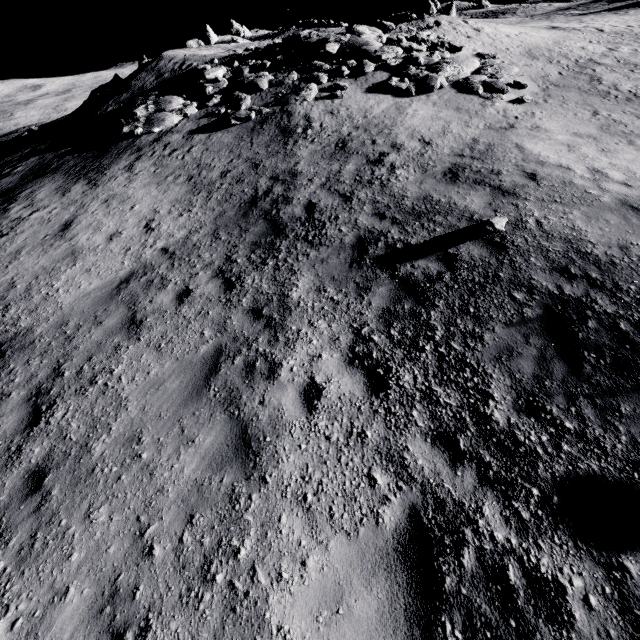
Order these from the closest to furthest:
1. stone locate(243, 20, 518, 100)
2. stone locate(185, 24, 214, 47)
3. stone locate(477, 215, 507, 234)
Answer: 1. stone locate(477, 215, 507, 234)
2. stone locate(243, 20, 518, 100)
3. stone locate(185, 24, 214, 47)

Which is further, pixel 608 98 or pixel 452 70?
pixel 452 70

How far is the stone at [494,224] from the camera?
6.5 meters

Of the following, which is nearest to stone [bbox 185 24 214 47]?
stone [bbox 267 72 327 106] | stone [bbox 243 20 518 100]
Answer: stone [bbox 243 20 518 100]

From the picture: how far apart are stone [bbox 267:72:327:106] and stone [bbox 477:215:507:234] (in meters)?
10.43

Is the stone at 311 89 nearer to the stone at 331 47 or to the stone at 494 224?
the stone at 331 47

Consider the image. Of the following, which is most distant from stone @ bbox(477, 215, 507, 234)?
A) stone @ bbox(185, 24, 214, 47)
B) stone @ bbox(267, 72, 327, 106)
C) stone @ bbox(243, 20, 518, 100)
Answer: stone @ bbox(185, 24, 214, 47)

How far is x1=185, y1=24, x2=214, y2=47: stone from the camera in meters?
57.3 m
